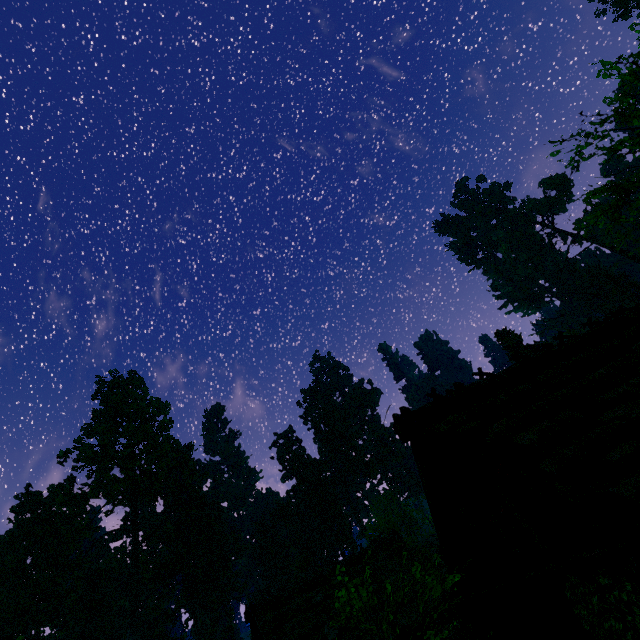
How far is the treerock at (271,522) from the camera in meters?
51.5 m

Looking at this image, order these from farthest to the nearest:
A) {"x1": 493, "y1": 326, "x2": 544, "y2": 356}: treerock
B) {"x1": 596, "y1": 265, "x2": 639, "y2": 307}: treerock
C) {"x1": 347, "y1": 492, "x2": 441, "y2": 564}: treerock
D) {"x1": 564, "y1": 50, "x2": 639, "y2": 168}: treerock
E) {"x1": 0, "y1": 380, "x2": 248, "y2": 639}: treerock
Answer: {"x1": 596, "y1": 265, "x2": 639, "y2": 307}: treerock < {"x1": 493, "y1": 326, "x2": 544, "y2": 356}: treerock < {"x1": 0, "y1": 380, "x2": 248, "y2": 639}: treerock < {"x1": 347, "y1": 492, "x2": 441, "y2": 564}: treerock < {"x1": 564, "y1": 50, "x2": 639, "y2": 168}: treerock

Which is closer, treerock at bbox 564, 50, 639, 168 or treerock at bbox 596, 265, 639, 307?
treerock at bbox 564, 50, 639, 168

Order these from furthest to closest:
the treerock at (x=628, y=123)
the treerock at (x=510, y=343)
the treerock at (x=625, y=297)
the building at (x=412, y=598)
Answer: the treerock at (x=625, y=297), the treerock at (x=510, y=343), the treerock at (x=628, y=123), the building at (x=412, y=598)

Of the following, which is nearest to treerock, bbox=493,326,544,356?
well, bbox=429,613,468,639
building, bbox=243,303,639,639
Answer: building, bbox=243,303,639,639

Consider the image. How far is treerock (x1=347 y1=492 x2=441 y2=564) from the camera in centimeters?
2848cm

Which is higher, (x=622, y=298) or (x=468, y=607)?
(x=622, y=298)
